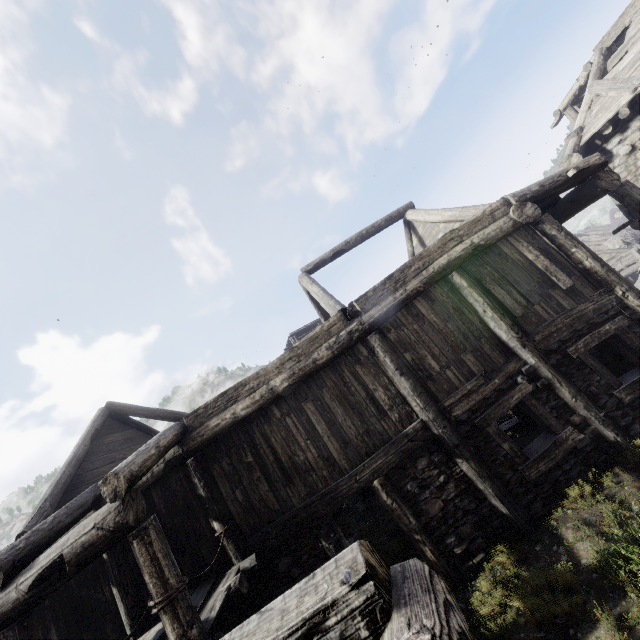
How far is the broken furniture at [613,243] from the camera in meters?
27.7

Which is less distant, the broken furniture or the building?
the building

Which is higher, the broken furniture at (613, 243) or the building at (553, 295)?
the building at (553, 295)

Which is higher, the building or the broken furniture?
the building

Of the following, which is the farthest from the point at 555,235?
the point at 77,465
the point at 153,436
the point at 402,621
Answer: the point at 153,436

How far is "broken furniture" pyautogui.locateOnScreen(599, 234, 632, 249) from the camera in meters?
27.7
